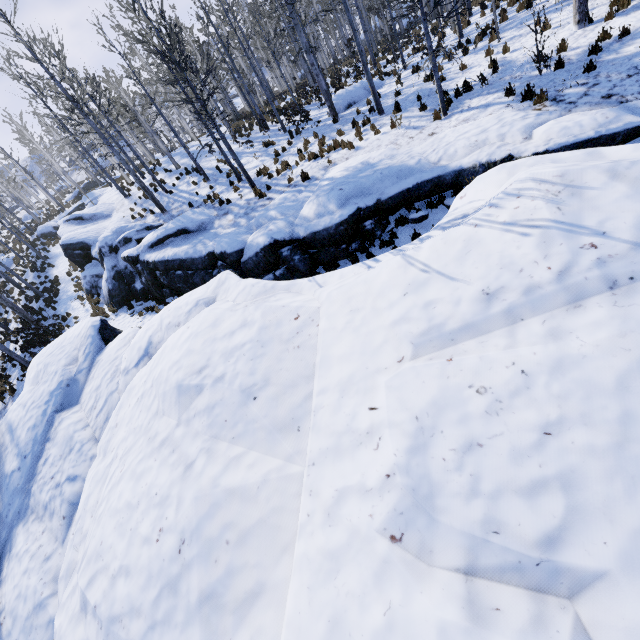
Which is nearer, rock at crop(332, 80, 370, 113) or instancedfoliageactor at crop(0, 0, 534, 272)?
instancedfoliageactor at crop(0, 0, 534, 272)

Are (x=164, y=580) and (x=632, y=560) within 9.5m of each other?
yes

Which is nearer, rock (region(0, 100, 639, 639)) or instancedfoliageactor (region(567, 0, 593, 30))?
rock (region(0, 100, 639, 639))

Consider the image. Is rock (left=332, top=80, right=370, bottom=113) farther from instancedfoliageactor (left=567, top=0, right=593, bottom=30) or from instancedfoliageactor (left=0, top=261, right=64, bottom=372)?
instancedfoliageactor (left=0, top=261, right=64, bottom=372)

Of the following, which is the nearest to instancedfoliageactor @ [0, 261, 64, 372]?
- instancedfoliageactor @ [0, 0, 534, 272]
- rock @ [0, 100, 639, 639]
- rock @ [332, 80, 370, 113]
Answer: rock @ [0, 100, 639, 639]

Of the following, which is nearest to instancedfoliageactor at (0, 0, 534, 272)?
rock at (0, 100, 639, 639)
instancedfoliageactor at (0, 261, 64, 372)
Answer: rock at (0, 100, 639, 639)

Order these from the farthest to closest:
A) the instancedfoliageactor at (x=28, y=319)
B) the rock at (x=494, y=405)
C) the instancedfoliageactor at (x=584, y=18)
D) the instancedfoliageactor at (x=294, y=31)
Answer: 1. the instancedfoliageactor at (x=28, y=319)
2. the instancedfoliageactor at (x=294, y=31)
3. the instancedfoliageactor at (x=584, y=18)
4. the rock at (x=494, y=405)

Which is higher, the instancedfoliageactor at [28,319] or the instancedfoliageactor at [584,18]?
the instancedfoliageactor at [28,319]
